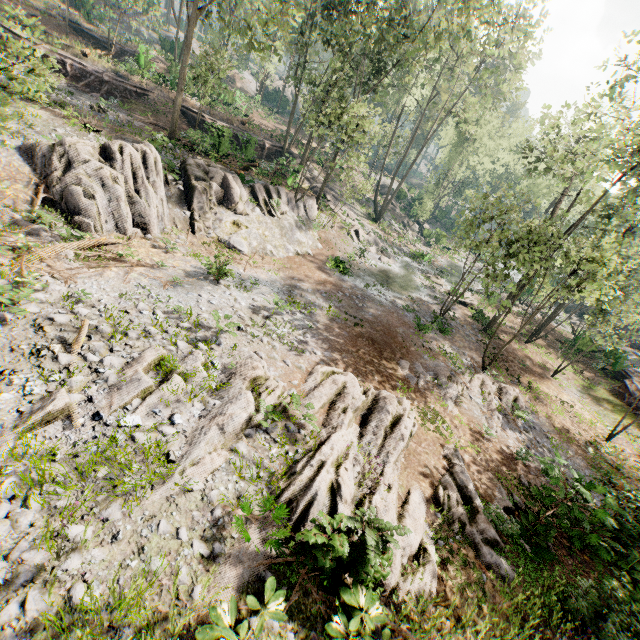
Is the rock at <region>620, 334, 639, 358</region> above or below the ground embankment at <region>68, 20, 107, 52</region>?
below

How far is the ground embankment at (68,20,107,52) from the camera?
34.5 meters

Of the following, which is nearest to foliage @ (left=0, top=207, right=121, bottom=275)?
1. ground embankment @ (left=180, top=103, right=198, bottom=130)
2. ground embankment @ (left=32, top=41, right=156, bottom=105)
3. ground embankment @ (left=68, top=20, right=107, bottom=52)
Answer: ground embankment @ (left=180, top=103, right=198, bottom=130)

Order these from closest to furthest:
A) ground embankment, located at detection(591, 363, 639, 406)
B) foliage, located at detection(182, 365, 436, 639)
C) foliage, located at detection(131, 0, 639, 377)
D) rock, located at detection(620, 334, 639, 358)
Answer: foliage, located at detection(182, 365, 436, 639) → foliage, located at detection(131, 0, 639, 377) → ground embankment, located at detection(591, 363, 639, 406) → rock, located at detection(620, 334, 639, 358)

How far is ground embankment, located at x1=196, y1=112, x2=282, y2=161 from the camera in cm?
2230

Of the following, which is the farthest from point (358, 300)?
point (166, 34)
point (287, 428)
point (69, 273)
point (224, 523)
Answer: point (166, 34)

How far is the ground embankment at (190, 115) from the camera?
30.42m

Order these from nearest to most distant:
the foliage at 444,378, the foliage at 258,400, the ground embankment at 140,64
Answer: the foliage at 258,400 → the foliage at 444,378 → the ground embankment at 140,64
